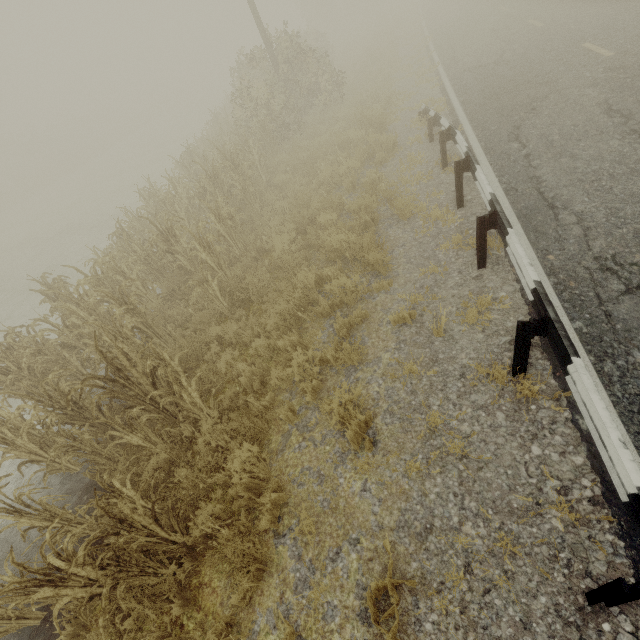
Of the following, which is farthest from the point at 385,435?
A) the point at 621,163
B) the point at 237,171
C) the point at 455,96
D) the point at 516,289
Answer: the point at 455,96

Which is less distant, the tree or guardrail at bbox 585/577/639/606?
guardrail at bbox 585/577/639/606

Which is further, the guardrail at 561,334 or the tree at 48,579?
the tree at 48,579
